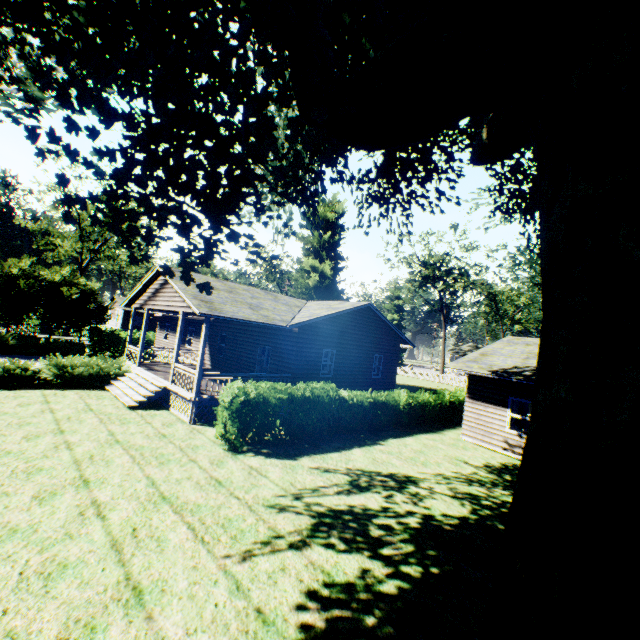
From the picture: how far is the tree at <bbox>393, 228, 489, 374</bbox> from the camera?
42.69m

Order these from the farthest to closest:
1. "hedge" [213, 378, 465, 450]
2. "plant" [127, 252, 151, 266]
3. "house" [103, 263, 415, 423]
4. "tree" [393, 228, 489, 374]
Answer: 1. "tree" [393, 228, 489, 374]
2. "house" [103, 263, 415, 423]
3. "hedge" [213, 378, 465, 450]
4. "plant" [127, 252, 151, 266]

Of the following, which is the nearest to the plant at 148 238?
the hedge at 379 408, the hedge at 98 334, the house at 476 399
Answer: the hedge at 379 408

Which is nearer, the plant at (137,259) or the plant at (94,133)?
the plant at (137,259)

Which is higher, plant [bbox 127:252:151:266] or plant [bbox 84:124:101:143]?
plant [bbox 84:124:101:143]

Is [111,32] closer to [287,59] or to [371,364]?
[287,59]

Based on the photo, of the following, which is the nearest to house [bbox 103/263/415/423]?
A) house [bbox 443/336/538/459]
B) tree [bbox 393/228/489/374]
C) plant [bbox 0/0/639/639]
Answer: plant [bbox 0/0/639/639]

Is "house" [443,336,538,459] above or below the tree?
below
